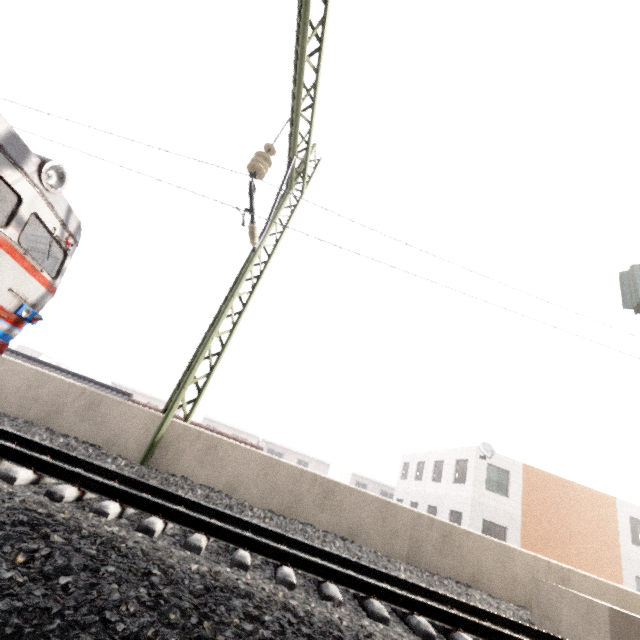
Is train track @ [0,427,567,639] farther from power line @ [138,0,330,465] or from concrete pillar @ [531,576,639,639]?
power line @ [138,0,330,465]

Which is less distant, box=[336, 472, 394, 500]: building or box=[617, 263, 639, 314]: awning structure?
box=[617, 263, 639, 314]: awning structure

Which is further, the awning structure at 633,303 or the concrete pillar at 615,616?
the awning structure at 633,303

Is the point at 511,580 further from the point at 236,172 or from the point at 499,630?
the point at 236,172

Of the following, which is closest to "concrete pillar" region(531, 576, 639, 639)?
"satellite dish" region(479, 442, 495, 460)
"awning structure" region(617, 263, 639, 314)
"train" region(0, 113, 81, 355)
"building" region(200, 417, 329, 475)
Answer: "awning structure" region(617, 263, 639, 314)

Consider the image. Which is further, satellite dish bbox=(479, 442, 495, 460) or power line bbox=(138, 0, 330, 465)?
satellite dish bbox=(479, 442, 495, 460)

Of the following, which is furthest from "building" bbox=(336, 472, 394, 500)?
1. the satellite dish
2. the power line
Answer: the power line

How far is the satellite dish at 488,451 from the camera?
18.66m
